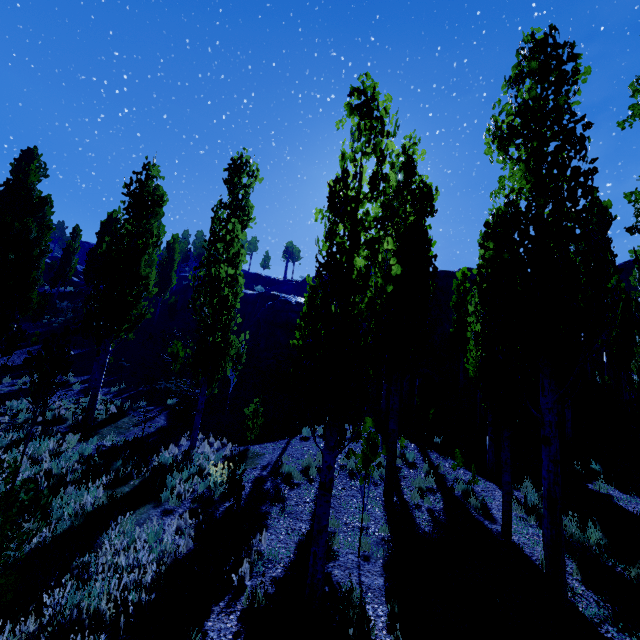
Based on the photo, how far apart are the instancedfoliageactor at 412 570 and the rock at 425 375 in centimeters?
1653cm

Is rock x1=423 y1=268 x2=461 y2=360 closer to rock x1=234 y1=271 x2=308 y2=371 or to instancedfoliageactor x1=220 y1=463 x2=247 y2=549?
rock x1=234 y1=271 x2=308 y2=371

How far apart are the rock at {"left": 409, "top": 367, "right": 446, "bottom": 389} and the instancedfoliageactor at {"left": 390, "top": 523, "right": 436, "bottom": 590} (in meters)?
16.53

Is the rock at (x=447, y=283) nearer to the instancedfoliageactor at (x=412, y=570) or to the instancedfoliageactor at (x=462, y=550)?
the instancedfoliageactor at (x=462, y=550)

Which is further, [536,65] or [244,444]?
[244,444]

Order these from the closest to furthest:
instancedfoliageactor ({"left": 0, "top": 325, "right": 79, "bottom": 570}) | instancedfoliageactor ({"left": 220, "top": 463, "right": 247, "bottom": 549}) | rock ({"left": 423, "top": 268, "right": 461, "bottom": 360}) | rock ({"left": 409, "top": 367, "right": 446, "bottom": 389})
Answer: instancedfoliageactor ({"left": 0, "top": 325, "right": 79, "bottom": 570}) → instancedfoliageactor ({"left": 220, "top": 463, "right": 247, "bottom": 549}) → rock ({"left": 409, "top": 367, "right": 446, "bottom": 389}) → rock ({"left": 423, "top": 268, "right": 461, "bottom": 360})

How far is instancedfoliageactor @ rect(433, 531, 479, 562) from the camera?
6.50m

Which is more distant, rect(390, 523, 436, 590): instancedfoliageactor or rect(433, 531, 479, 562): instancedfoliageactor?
rect(433, 531, 479, 562): instancedfoliageactor
